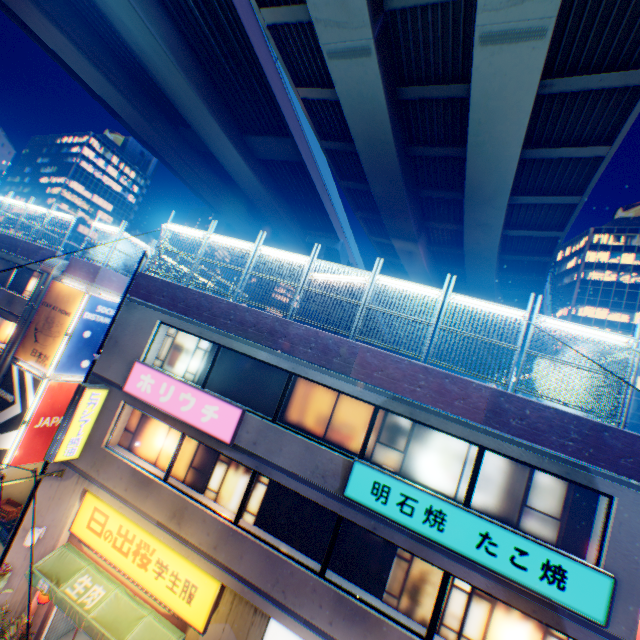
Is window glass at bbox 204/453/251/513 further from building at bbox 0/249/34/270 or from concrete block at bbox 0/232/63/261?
concrete block at bbox 0/232/63/261

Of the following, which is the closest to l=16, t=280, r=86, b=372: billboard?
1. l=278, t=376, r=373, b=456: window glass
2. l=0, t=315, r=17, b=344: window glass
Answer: l=0, t=315, r=17, b=344: window glass

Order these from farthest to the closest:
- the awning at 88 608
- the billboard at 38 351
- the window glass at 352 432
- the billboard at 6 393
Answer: the billboard at 38 351 < the billboard at 6 393 < the window glass at 352 432 < the awning at 88 608

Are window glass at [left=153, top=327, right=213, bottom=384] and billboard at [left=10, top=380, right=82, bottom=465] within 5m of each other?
no

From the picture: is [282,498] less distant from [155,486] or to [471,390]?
[155,486]

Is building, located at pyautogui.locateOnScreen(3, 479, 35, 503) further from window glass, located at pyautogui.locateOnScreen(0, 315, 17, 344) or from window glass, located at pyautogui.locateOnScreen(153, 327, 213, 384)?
window glass, located at pyautogui.locateOnScreen(153, 327, 213, 384)

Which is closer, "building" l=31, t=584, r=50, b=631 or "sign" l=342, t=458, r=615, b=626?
"sign" l=342, t=458, r=615, b=626

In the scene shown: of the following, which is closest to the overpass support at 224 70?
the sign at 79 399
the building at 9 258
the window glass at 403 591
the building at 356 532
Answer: the building at 9 258
